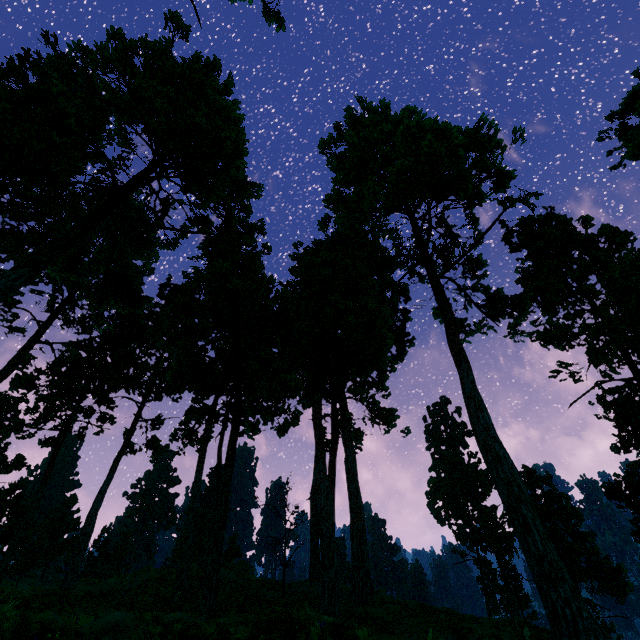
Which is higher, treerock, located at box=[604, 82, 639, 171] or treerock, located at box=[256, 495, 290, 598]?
treerock, located at box=[604, 82, 639, 171]

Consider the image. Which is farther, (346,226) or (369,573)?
(346,226)

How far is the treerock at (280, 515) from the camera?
21.0 meters

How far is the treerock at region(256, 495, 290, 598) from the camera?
21.0 meters

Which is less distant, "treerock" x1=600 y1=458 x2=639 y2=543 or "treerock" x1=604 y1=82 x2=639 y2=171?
"treerock" x1=604 y1=82 x2=639 y2=171

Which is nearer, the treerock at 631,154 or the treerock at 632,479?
the treerock at 631,154
